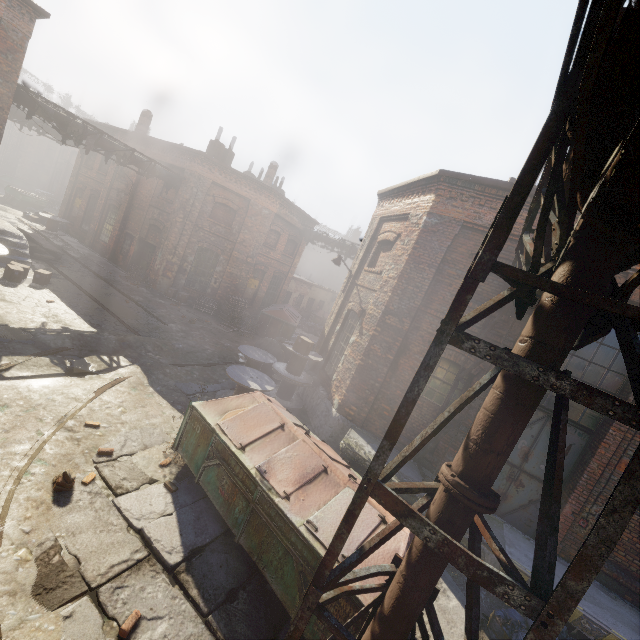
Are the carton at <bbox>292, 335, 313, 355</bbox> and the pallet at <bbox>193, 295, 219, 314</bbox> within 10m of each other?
yes

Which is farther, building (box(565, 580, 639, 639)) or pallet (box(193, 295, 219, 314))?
pallet (box(193, 295, 219, 314))

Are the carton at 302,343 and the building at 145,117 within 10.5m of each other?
no

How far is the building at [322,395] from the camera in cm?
817

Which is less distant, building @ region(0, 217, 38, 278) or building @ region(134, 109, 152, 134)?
building @ region(0, 217, 38, 278)

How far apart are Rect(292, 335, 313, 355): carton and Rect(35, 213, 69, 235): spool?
20.1 meters

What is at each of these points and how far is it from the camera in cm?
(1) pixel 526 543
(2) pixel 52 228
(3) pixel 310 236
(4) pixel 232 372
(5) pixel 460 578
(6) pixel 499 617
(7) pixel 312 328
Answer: (1) building, 708
(2) spool, 2059
(3) pipe, 2188
(4) spool, 941
(5) building, 655
(6) trash bag, 568
(7) trash bag, 2564

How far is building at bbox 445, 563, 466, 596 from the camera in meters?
6.4 m
